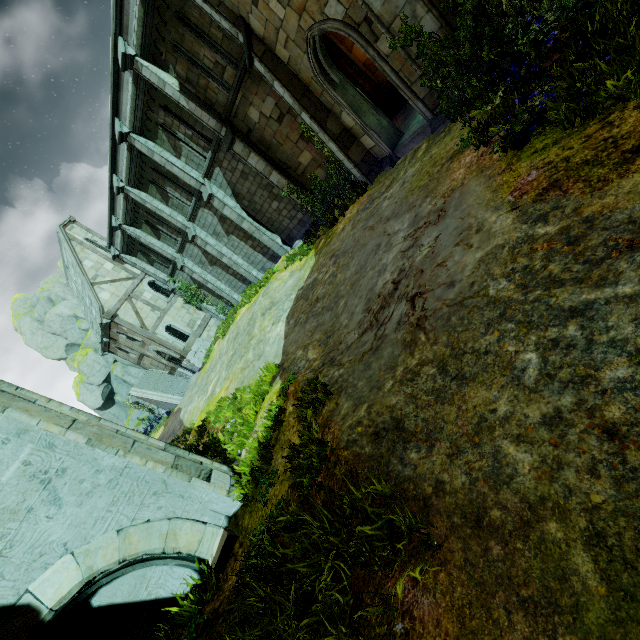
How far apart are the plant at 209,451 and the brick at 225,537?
1.9 meters

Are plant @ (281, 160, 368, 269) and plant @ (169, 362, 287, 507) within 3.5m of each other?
no

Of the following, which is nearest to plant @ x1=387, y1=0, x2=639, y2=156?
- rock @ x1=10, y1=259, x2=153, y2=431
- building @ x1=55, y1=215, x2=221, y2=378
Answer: building @ x1=55, y1=215, x2=221, y2=378

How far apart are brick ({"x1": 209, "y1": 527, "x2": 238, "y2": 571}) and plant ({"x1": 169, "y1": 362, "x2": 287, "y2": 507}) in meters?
1.9 m

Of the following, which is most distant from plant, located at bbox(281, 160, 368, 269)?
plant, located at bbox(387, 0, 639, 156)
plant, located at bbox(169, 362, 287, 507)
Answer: plant, located at bbox(169, 362, 287, 507)

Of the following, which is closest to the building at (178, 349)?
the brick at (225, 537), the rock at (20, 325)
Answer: the rock at (20, 325)

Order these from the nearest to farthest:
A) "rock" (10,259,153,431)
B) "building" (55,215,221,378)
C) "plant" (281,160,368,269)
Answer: "plant" (281,160,368,269) → "building" (55,215,221,378) → "rock" (10,259,153,431)

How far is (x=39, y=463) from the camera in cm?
449
